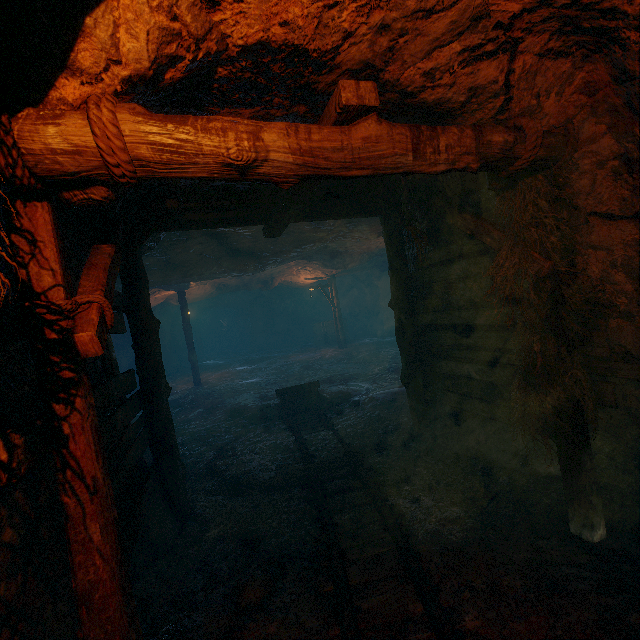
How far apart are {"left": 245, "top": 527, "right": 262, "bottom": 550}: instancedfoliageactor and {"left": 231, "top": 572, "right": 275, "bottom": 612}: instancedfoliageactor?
0.5m

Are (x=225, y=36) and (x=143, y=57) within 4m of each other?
yes

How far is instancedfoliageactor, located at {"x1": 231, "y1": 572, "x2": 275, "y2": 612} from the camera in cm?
293

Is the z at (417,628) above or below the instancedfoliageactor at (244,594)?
below

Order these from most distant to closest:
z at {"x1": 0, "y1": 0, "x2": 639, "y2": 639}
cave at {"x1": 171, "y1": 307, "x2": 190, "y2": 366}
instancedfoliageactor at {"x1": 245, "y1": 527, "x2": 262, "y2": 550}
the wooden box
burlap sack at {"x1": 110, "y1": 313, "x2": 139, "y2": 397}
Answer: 1. cave at {"x1": 171, "y1": 307, "x2": 190, "y2": 366}
2. the wooden box
3. burlap sack at {"x1": 110, "y1": 313, "x2": 139, "y2": 397}
4. instancedfoliageactor at {"x1": 245, "y1": 527, "x2": 262, "y2": 550}
5. z at {"x1": 0, "y1": 0, "x2": 639, "y2": 639}

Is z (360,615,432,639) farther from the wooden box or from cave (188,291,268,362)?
cave (188,291,268,362)

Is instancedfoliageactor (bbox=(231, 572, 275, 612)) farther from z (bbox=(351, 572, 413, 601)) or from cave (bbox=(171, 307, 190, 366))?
cave (bbox=(171, 307, 190, 366))

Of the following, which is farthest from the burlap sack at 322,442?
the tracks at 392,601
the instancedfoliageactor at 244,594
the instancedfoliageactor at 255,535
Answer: the instancedfoliageactor at 244,594
